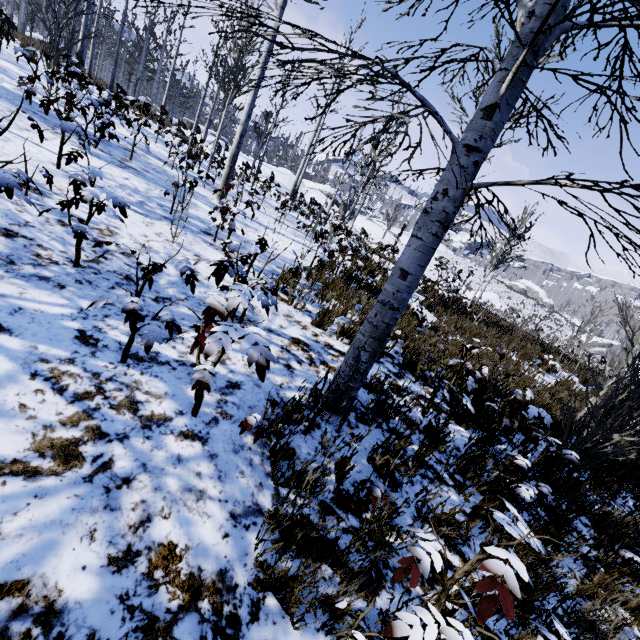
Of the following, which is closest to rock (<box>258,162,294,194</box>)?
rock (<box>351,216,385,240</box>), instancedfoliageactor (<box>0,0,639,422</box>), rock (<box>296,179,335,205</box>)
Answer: rock (<box>296,179,335,205</box>)

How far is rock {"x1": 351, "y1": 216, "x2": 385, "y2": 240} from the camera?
32.00m

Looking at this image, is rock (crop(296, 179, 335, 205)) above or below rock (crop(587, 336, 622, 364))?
above

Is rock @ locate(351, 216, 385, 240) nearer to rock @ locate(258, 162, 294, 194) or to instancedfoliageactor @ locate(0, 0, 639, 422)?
instancedfoliageactor @ locate(0, 0, 639, 422)

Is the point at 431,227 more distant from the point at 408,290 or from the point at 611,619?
the point at 611,619

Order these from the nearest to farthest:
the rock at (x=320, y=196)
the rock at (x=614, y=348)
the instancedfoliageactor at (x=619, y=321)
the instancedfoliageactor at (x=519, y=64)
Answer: the instancedfoliageactor at (x=619, y=321)
the instancedfoliageactor at (x=519, y=64)
the rock at (x=320, y=196)
the rock at (x=614, y=348)

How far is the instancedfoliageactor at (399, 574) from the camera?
1.50m

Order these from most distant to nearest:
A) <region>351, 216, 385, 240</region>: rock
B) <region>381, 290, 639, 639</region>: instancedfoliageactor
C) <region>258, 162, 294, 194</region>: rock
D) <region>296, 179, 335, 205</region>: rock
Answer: <region>351, 216, 385, 240</region>: rock < <region>296, 179, 335, 205</region>: rock < <region>258, 162, 294, 194</region>: rock < <region>381, 290, 639, 639</region>: instancedfoliageactor
